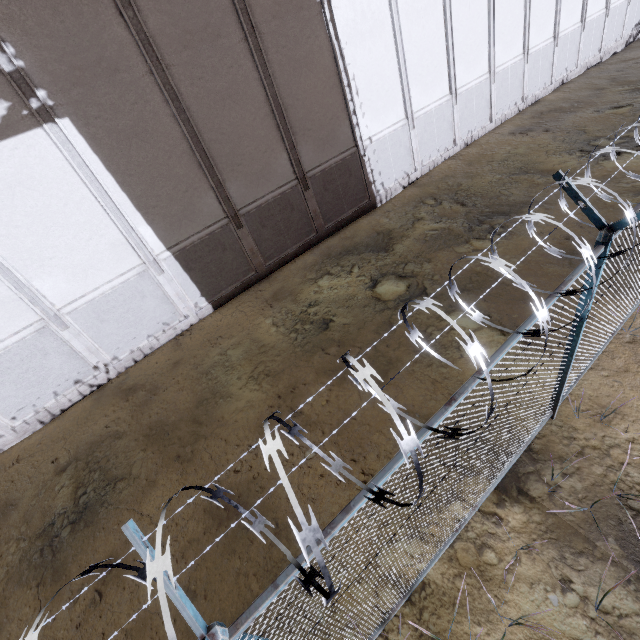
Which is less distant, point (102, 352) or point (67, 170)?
point (67, 170)
